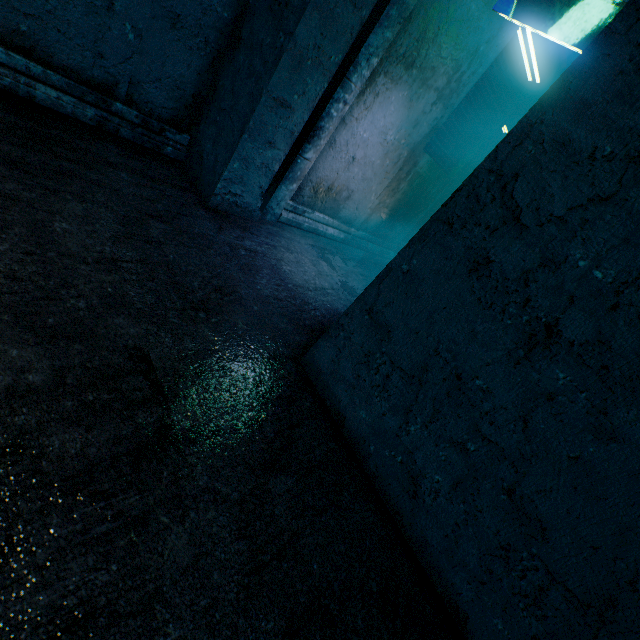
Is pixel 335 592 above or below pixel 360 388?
below
